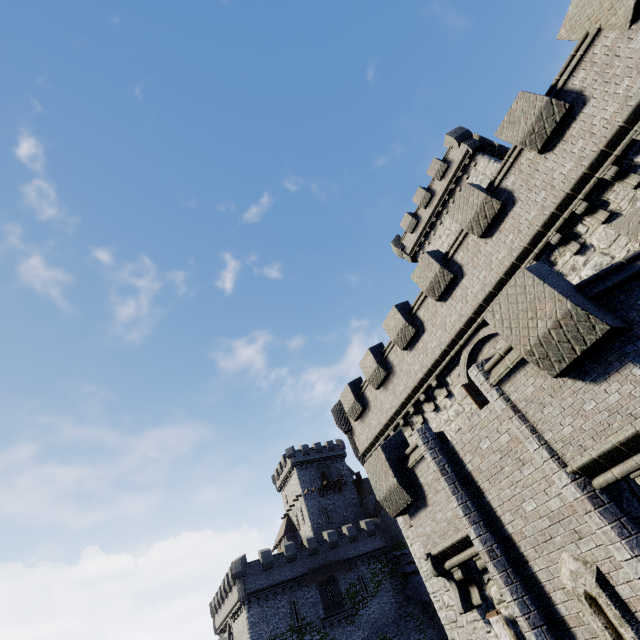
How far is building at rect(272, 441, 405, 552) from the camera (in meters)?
49.16

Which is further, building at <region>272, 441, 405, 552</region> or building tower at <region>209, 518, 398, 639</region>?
building at <region>272, 441, 405, 552</region>

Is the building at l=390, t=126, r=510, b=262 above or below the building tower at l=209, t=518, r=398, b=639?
above

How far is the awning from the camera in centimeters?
3803cm

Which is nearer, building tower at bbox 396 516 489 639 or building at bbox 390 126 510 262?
building tower at bbox 396 516 489 639

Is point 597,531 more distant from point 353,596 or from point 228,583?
point 228,583

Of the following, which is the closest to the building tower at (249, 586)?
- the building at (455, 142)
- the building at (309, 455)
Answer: the building at (309, 455)

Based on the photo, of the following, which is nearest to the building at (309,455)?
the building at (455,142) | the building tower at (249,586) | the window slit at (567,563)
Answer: the building tower at (249,586)
